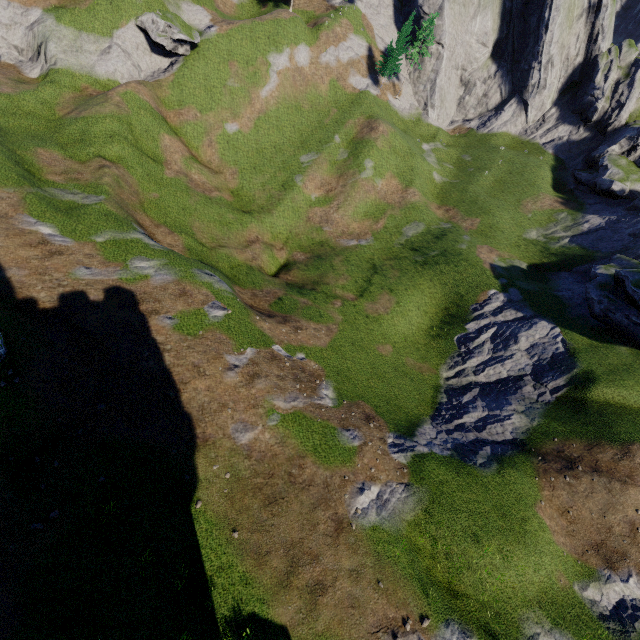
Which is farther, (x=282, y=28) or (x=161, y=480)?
(x=282, y=28)

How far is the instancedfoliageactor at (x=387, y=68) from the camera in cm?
5003

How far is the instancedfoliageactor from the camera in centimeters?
5003cm
